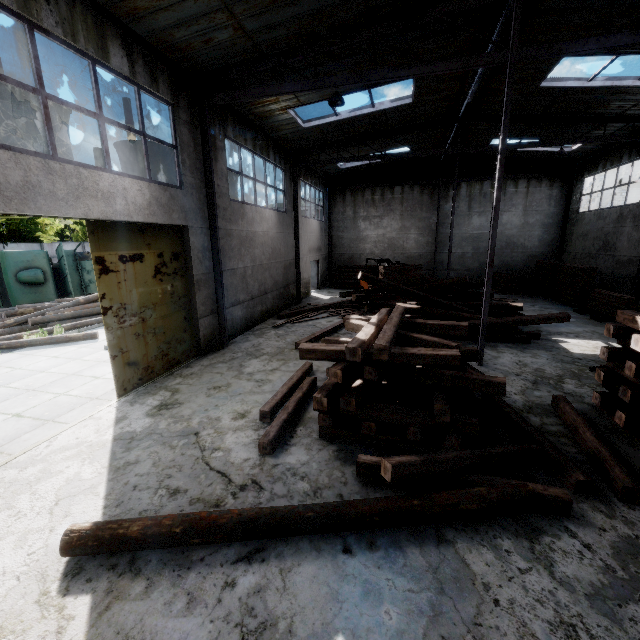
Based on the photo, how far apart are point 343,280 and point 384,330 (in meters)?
18.08

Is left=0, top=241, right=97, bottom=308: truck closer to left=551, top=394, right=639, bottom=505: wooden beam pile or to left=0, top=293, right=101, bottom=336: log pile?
left=0, top=293, right=101, bottom=336: log pile

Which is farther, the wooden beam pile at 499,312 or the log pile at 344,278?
the log pile at 344,278

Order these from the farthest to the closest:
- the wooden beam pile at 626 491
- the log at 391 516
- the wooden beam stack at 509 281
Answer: the wooden beam stack at 509 281 < the wooden beam pile at 626 491 < the log at 391 516

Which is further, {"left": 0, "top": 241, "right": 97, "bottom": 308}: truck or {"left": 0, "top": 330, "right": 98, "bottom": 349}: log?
{"left": 0, "top": 241, "right": 97, "bottom": 308}: truck

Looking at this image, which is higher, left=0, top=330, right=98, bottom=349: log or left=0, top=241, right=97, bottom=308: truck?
left=0, top=241, right=97, bottom=308: truck

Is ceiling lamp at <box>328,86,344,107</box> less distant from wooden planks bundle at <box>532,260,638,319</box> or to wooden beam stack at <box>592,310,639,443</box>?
wooden beam stack at <box>592,310,639,443</box>

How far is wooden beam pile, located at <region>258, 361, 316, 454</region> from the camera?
5.3 meters
